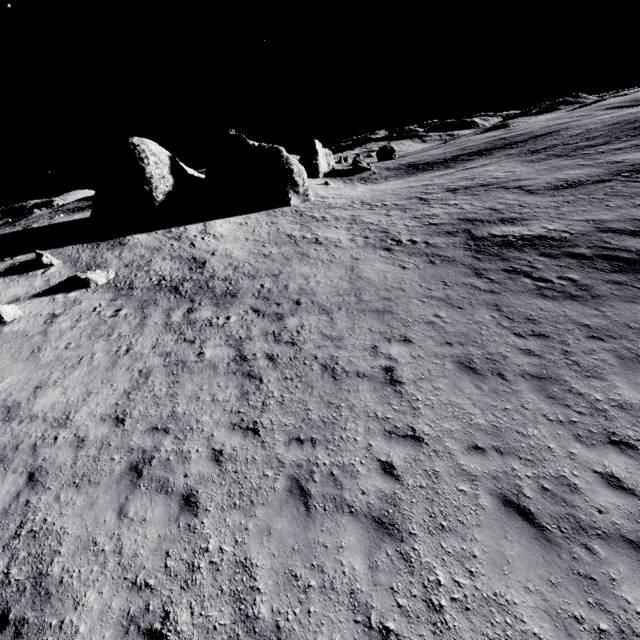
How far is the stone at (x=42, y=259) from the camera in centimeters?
1986cm

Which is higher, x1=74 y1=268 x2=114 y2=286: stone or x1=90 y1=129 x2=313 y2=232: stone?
x1=90 y1=129 x2=313 y2=232: stone

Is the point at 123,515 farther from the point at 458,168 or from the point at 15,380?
the point at 458,168

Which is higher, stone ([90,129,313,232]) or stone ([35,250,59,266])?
stone ([90,129,313,232])

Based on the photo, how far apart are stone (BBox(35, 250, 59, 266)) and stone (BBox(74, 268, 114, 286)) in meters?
3.4 m

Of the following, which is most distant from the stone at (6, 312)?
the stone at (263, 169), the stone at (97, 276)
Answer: the stone at (263, 169)

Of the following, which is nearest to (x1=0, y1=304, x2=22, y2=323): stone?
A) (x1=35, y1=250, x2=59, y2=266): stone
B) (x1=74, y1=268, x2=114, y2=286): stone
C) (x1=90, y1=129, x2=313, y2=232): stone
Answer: (x1=74, y1=268, x2=114, y2=286): stone

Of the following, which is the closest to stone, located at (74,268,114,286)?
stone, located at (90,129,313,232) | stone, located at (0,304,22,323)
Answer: stone, located at (0,304,22,323)
